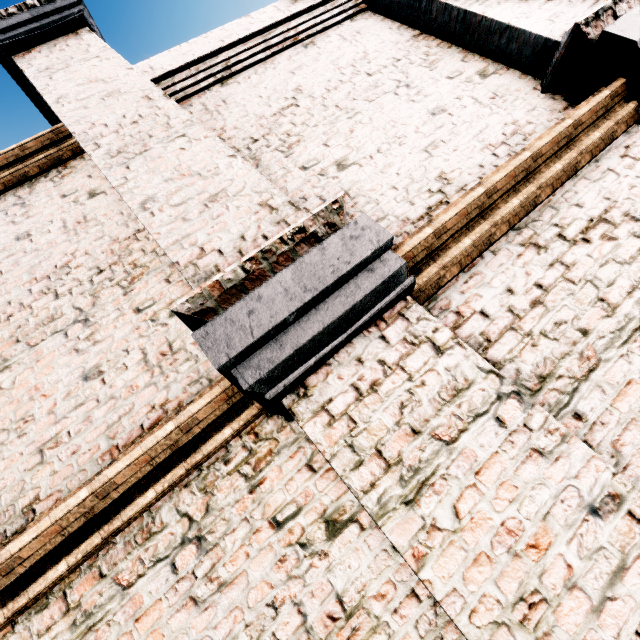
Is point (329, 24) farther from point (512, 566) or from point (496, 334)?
point (512, 566)
